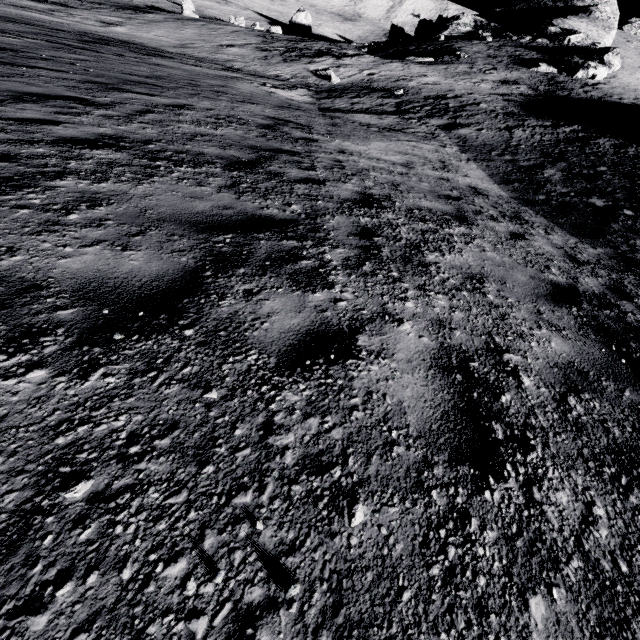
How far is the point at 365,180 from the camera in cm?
649
